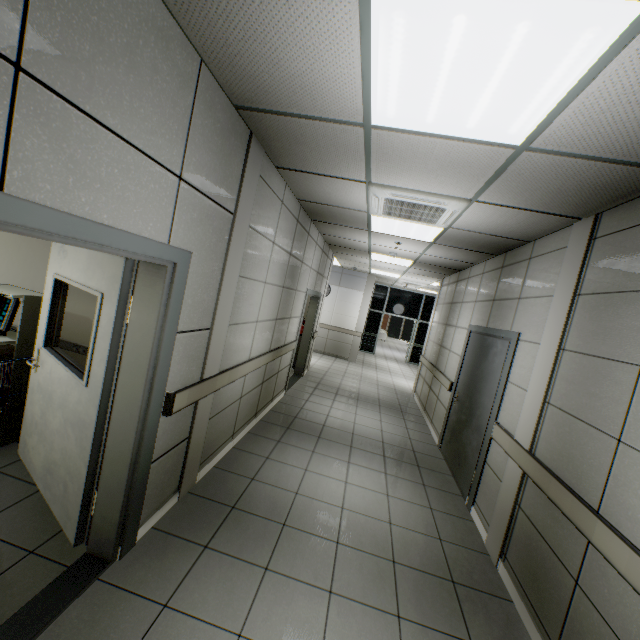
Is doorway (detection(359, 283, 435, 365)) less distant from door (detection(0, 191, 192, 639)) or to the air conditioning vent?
the air conditioning vent

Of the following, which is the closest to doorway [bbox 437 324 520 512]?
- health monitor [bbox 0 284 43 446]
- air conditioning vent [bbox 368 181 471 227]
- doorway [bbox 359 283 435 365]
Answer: air conditioning vent [bbox 368 181 471 227]

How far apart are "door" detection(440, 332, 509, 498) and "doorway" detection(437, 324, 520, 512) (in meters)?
0.02

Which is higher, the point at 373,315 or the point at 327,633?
the point at 373,315

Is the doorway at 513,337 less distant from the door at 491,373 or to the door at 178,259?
the door at 491,373

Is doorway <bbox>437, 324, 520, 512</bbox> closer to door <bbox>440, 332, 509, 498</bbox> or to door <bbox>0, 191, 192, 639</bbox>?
door <bbox>440, 332, 509, 498</bbox>

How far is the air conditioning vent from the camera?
3.09m

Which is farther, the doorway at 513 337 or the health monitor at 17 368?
the doorway at 513 337
